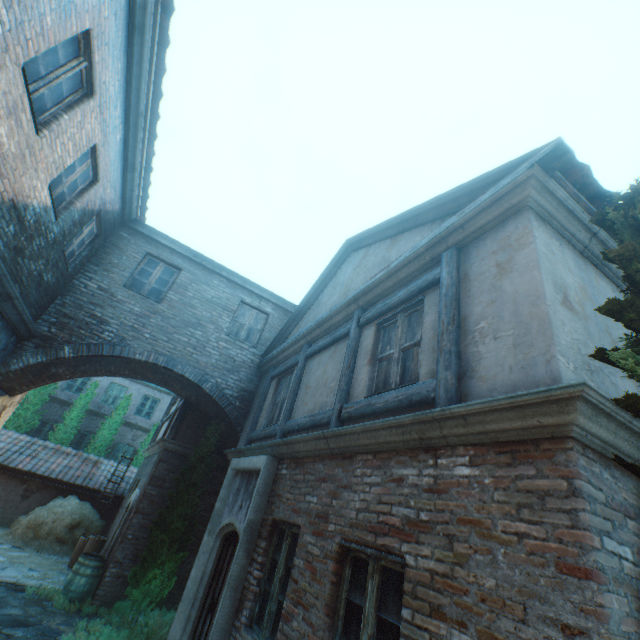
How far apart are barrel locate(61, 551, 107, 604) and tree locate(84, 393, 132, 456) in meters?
10.4 m

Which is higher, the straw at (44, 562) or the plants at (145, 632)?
the plants at (145, 632)

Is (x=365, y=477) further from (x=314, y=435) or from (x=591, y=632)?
(x=591, y=632)

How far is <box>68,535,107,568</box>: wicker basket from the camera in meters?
9.9

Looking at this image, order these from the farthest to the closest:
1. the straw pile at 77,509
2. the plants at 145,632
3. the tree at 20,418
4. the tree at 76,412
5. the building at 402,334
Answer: the tree at 76,412 < the tree at 20,418 < the straw pile at 77,509 < the plants at 145,632 < the building at 402,334

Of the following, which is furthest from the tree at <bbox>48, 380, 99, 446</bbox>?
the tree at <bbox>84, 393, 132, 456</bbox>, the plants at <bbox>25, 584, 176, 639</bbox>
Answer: the plants at <bbox>25, 584, 176, 639</bbox>

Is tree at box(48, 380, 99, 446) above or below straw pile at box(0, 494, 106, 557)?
above

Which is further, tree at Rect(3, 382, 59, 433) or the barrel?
tree at Rect(3, 382, 59, 433)
